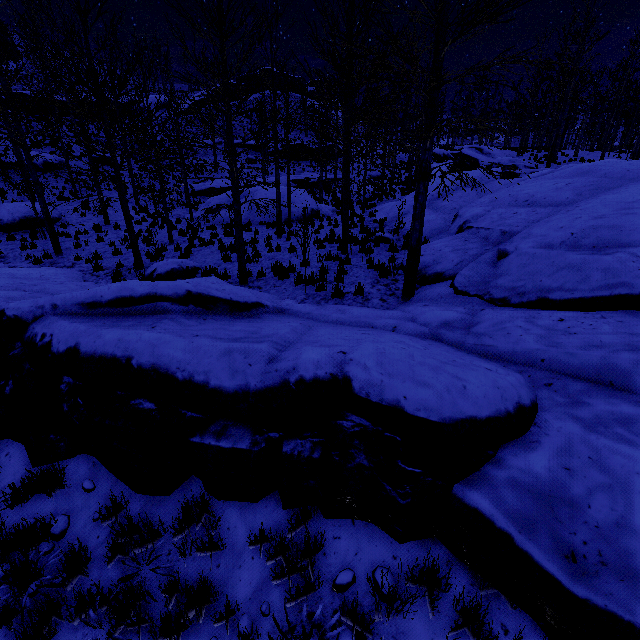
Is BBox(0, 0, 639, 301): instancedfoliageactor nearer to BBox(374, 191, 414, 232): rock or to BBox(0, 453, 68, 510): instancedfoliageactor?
BBox(374, 191, 414, 232): rock

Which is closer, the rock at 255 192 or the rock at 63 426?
the rock at 63 426

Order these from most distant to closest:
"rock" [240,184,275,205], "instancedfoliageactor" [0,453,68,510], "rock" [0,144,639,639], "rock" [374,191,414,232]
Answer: "rock" [240,184,275,205]
"rock" [374,191,414,232]
"instancedfoliageactor" [0,453,68,510]
"rock" [0,144,639,639]

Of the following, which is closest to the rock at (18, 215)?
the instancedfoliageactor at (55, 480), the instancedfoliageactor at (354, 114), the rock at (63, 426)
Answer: the rock at (63, 426)

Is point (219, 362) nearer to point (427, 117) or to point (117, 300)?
point (117, 300)

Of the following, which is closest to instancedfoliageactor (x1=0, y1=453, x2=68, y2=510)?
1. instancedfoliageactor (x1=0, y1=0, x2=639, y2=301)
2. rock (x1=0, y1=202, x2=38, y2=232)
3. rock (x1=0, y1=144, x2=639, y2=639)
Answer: rock (x1=0, y1=144, x2=639, y2=639)

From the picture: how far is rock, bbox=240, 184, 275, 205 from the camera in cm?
2141

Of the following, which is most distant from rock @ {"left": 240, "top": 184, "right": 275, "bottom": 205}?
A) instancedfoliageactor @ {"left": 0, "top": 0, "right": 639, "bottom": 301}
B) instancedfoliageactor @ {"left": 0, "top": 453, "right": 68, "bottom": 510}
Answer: instancedfoliageactor @ {"left": 0, "top": 0, "right": 639, "bottom": 301}
